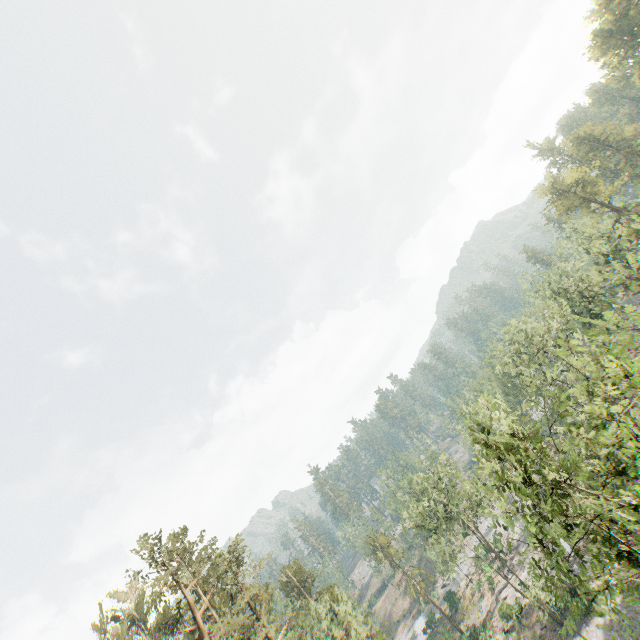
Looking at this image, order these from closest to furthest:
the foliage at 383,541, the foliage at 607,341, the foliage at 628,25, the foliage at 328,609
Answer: the foliage at 607,341 → the foliage at 328,609 → the foliage at 628,25 → the foliage at 383,541

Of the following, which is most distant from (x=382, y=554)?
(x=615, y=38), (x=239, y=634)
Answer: (x=615, y=38)

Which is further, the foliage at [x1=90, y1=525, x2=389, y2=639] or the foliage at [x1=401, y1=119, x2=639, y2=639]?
the foliage at [x1=90, y1=525, x2=389, y2=639]

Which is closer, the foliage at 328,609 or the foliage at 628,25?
the foliage at 328,609

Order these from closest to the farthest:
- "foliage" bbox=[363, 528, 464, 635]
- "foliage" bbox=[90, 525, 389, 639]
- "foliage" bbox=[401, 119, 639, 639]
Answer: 1. "foliage" bbox=[401, 119, 639, 639]
2. "foliage" bbox=[90, 525, 389, 639]
3. "foliage" bbox=[363, 528, 464, 635]
